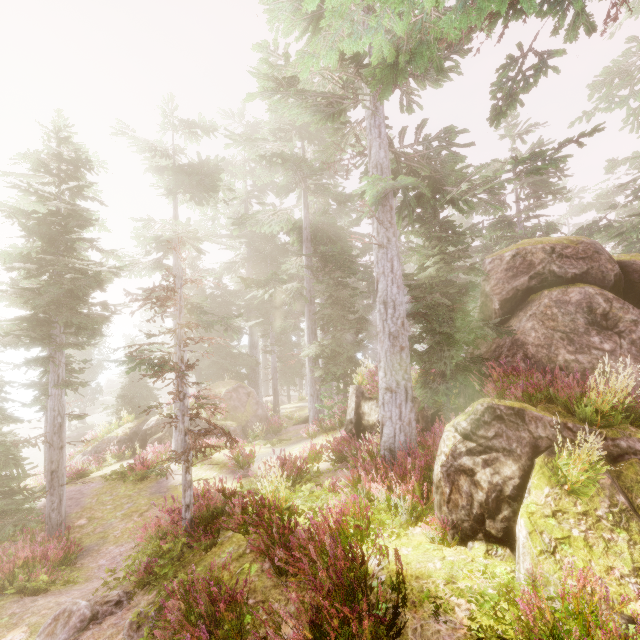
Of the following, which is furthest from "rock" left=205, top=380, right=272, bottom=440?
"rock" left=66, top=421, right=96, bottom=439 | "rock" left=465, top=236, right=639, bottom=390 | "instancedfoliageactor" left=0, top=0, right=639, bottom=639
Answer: "rock" left=66, top=421, right=96, bottom=439

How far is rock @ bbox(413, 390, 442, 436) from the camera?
10.2 meters

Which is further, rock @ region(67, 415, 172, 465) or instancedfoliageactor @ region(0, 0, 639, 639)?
rock @ region(67, 415, 172, 465)

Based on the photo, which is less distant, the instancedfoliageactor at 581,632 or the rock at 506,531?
the instancedfoliageactor at 581,632

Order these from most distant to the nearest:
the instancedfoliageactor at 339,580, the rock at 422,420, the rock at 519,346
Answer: the rock at 422,420, the rock at 519,346, the instancedfoliageactor at 339,580

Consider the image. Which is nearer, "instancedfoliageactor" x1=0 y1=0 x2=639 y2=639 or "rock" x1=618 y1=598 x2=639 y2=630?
"rock" x1=618 y1=598 x2=639 y2=630

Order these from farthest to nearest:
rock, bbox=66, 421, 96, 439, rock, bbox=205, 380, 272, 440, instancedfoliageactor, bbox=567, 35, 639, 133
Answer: rock, bbox=66, 421, 96, 439 < rock, bbox=205, 380, 272, 440 < instancedfoliageactor, bbox=567, 35, 639, 133

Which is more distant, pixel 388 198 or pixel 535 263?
pixel 535 263
